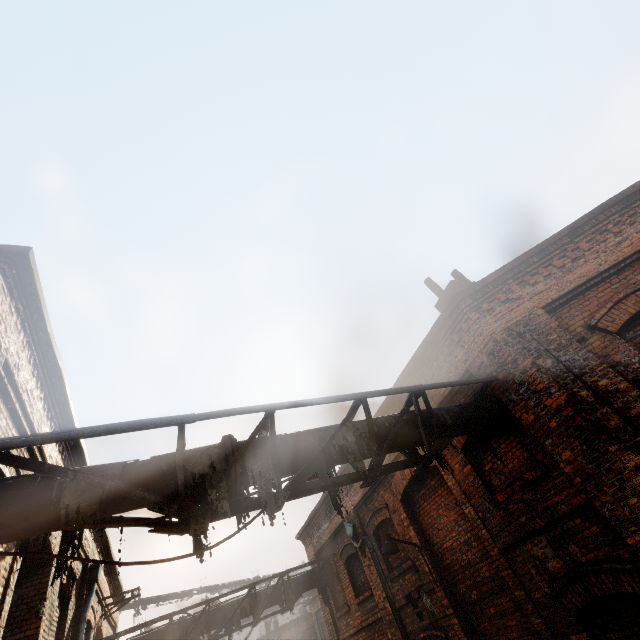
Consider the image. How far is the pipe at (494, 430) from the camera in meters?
5.5 m

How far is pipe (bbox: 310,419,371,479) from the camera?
4.16m

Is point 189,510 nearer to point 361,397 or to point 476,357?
point 361,397

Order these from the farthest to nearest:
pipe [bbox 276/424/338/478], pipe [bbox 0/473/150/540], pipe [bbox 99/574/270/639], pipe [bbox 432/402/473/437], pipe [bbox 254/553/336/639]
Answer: pipe [bbox 254/553/336/639] → pipe [bbox 99/574/270/639] → pipe [bbox 432/402/473/437] → pipe [bbox 276/424/338/478] → pipe [bbox 0/473/150/540]

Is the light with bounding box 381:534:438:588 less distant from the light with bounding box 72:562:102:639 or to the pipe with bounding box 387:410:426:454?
the pipe with bounding box 387:410:426:454

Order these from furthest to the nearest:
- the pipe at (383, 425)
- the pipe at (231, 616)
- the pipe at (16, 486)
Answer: the pipe at (231, 616) < the pipe at (383, 425) < the pipe at (16, 486)
